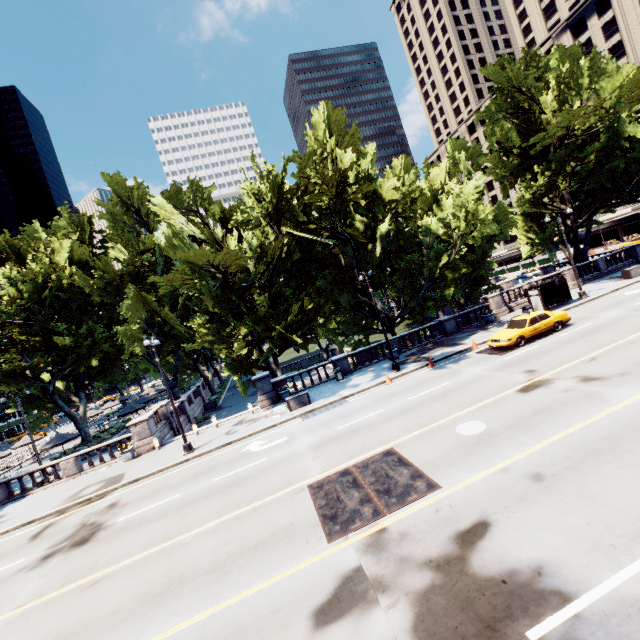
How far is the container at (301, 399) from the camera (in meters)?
21.17

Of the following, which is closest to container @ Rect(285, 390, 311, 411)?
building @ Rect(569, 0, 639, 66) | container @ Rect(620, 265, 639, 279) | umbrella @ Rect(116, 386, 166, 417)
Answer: A: umbrella @ Rect(116, 386, 166, 417)

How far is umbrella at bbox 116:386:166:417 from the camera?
31.7 meters

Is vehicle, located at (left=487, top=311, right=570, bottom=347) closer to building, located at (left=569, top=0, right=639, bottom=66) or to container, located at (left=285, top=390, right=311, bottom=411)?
container, located at (left=285, top=390, right=311, bottom=411)

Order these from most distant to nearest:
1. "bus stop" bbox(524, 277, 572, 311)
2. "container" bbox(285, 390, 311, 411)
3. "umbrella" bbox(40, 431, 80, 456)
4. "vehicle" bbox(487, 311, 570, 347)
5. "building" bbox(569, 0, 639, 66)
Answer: "building" bbox(569, 0, 639, 66) < "umbrella" bbox(40, 431, 80, 456) < "bus stop" bbox(524, 277, 572, 311) < "container" bbox(285, 390, 311, 411) < "vehicle" bbox(487, 311, 570, 347)

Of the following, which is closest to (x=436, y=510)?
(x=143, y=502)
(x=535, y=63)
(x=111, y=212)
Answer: (x=143, y=502)

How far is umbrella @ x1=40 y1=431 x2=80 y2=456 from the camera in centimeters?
2567cm

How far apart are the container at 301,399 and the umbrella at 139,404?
23.58m
